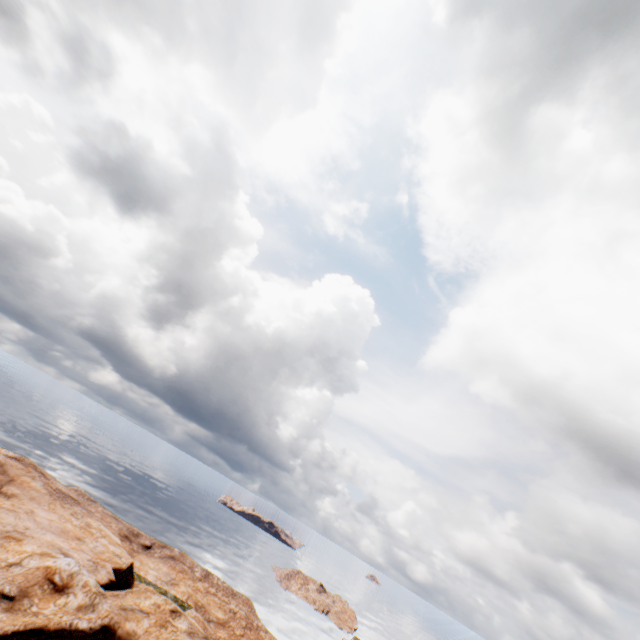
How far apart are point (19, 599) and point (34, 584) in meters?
1.1 m
